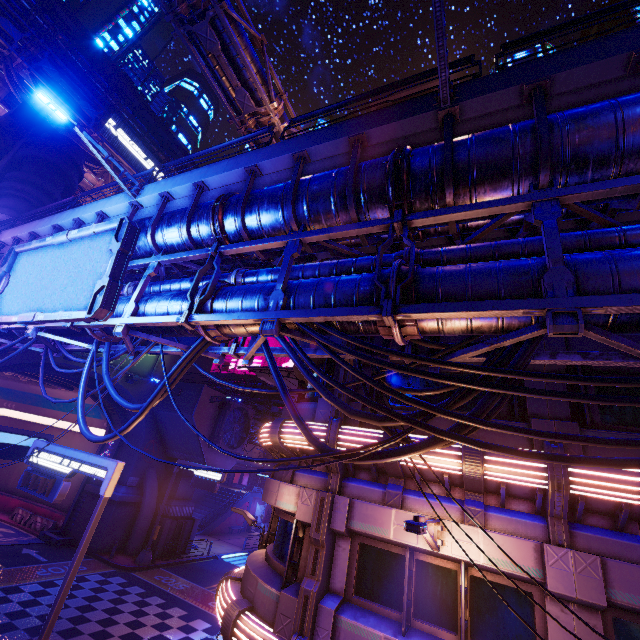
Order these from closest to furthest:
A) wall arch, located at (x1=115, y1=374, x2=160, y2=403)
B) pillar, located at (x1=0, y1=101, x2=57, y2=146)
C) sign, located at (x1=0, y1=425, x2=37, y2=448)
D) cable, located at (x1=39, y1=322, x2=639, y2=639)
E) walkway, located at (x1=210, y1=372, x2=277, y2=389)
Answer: cable, located at (x1=39, y1=322, x2=639, y2=639)
sign, located at (x1=0, y1=425, x2=37, y2=448)
pillar, located at (x1=0, y1=101, x2=57, y2=146)
wall arch, located at (x1=115, y1=374, x2=160, y2=403)
walkway, located at (x1=210, y1=372, x2=277, y2=389)

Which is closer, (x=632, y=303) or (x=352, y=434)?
(x=632, y=303)

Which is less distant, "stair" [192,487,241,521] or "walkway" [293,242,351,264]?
"walkway" [293,242,351,264]

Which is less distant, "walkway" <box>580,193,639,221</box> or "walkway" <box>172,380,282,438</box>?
"walkway" <box>580,193,639,221</box>

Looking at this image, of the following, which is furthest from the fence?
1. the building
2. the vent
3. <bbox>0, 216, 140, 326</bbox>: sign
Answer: <bbox>0, 216, 140, 326</bbox>: sign

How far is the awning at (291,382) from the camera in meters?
16.4 m

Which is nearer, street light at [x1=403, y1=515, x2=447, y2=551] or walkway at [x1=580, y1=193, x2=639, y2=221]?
street light at [x1=403, y1=515, x2=447, y2=551]

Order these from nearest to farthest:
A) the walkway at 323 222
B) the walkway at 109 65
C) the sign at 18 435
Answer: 1. the walkway at 323 222
2. the sign at 18 435
3. the walkway at 109 65
